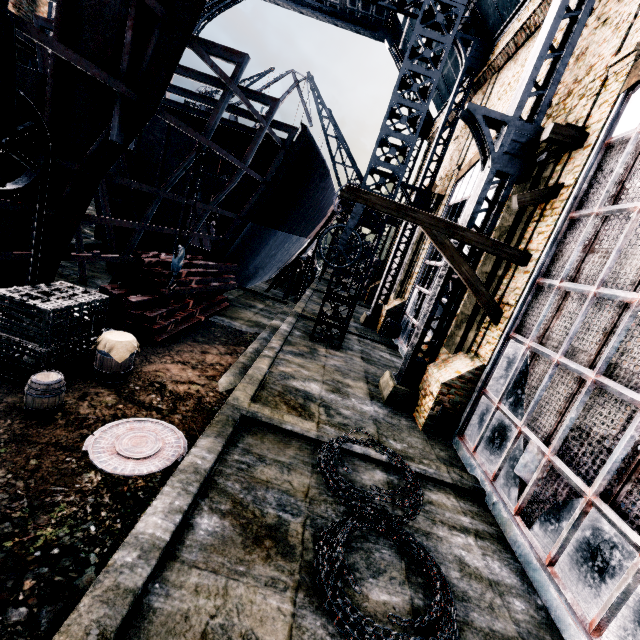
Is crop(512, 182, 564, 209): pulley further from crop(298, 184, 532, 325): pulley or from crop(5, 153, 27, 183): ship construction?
crop(5, 153, 27, 183): ship construction

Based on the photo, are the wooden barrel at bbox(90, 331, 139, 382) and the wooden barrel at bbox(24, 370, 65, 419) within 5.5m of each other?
yes

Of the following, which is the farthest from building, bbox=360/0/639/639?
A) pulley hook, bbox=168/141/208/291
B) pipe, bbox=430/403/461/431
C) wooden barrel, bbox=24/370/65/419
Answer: wooden barrel, bbox=24/370/65/419

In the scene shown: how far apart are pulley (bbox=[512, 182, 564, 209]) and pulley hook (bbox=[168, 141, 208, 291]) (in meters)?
9.43

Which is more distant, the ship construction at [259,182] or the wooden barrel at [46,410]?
the ship construction at [259,182]

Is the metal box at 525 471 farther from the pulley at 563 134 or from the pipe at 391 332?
the pipe at 391 332

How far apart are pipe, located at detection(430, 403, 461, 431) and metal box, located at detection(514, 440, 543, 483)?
2.9m

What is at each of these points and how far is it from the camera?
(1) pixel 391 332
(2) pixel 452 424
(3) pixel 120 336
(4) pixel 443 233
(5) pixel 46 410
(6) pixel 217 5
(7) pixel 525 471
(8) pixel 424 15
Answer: (1) pipe, 20.84m
(2) pipe, 10.27m
(3) wooden barrel, 8.00m
(4) pulley, 9.34m
(5) wooden barrel, 6.04m
(6) building, 30.52m
(7) metal box, 7.17m
(8) truss, 13.60m
